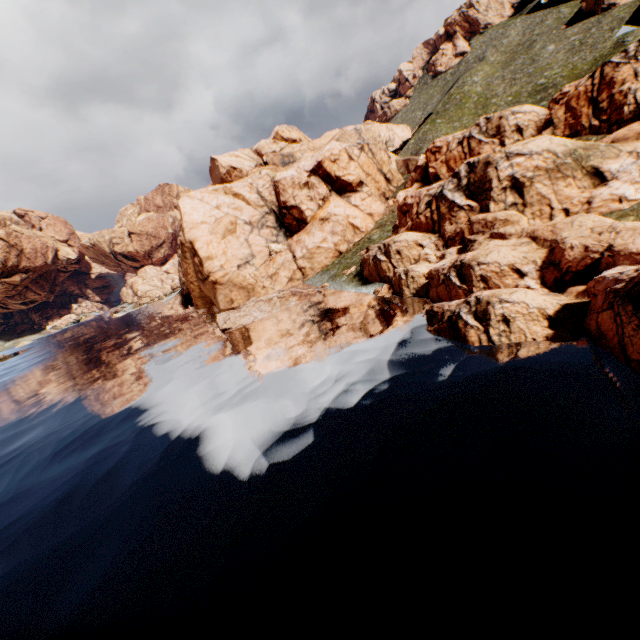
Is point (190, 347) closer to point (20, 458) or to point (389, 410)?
point (20, 458)
